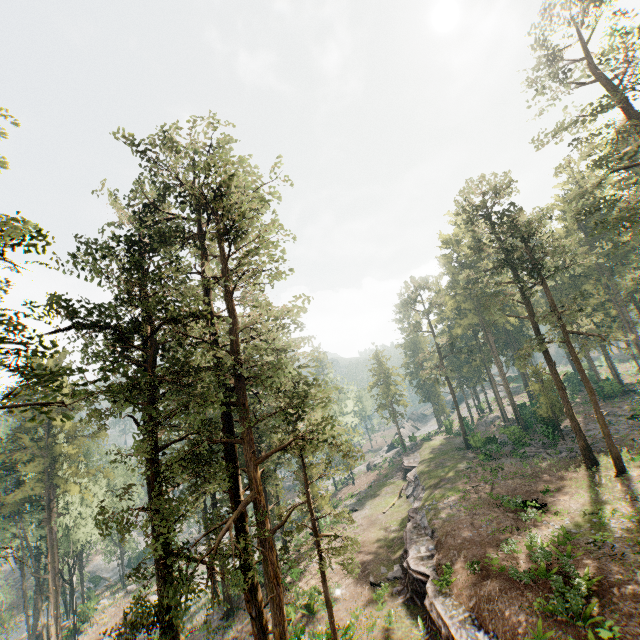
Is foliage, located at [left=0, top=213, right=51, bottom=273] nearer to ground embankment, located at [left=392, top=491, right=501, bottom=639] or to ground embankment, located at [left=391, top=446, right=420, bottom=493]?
ground embankment, located at [left=392, top=491, right=501, bottom=639]

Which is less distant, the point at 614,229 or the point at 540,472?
the point at 614,229

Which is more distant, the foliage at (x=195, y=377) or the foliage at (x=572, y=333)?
the foliage at (x=572, y=333)

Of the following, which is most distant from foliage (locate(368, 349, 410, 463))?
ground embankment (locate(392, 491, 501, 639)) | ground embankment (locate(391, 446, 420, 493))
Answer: ground embankment (locate(391, 446, 420, 493))

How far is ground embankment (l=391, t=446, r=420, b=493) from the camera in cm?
4176

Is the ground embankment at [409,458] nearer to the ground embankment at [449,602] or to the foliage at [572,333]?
the foliage at [572,333]
